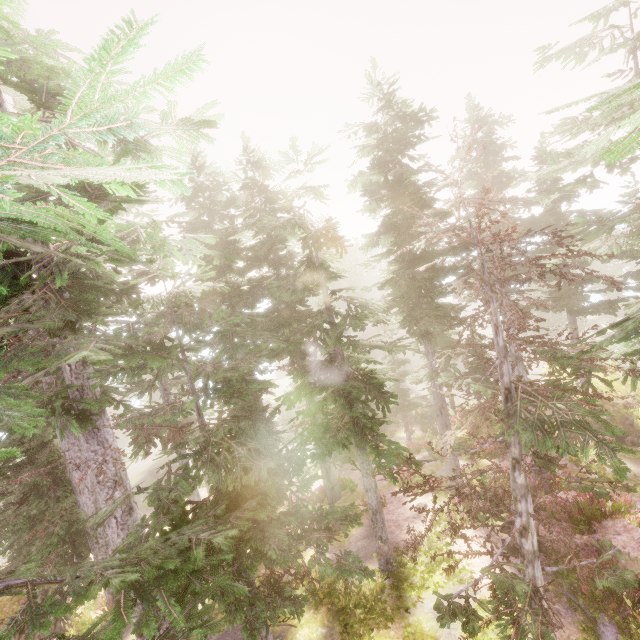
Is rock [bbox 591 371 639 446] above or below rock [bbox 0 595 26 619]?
below

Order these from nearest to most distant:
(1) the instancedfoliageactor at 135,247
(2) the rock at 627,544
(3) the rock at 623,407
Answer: (1) the instancedfoliageactor at 135,247, (2) the rock at 627,544, (3) the rock at 623,407

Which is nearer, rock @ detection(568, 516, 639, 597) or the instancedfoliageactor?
the instancedfoliageactor

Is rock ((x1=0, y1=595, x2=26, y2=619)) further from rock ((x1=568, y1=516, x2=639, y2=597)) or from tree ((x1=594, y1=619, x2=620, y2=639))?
rock ((x1=568, y1=516, x2=639, y2=597))

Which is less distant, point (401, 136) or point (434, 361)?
point (434, 361)

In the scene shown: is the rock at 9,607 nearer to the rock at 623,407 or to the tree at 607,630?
the tree at 607,630

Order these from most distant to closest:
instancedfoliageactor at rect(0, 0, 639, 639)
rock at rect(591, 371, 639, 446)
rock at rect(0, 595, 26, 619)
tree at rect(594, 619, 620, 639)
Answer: rock at rect(591, 371, 639, 446)
rock at rect(0, 595, 26, 619)
tree at rect(594, 619, 620, 639)
instancedfoliageactor at rect(0, 0, 639, 639)
